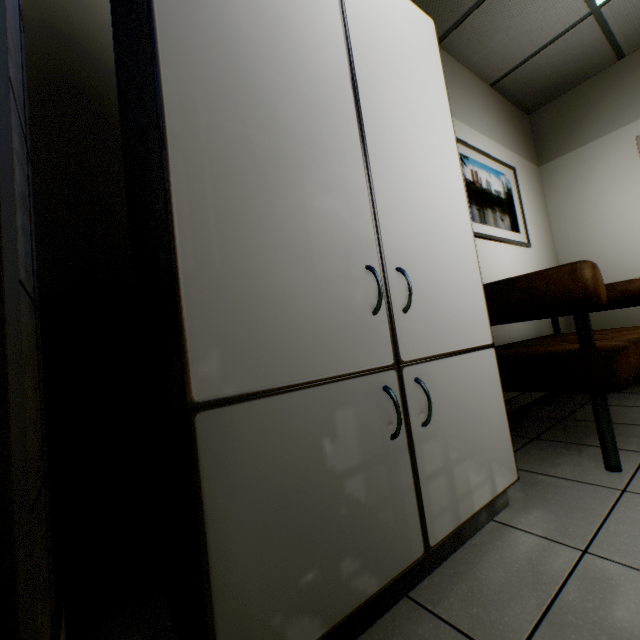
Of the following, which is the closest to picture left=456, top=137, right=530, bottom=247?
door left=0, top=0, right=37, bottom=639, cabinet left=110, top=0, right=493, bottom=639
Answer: cabinet left=110, top=0, right=493, bottom=639

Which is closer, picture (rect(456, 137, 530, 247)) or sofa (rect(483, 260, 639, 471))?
sofa (rect(483, 260, 639, 471))

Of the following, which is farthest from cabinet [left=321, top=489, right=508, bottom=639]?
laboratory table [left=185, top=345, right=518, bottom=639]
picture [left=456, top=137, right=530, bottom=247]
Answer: picture [left=456, top=137, right=530, bottom=247]

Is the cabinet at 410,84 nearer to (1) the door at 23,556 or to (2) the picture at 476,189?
(1) the door at 23,556

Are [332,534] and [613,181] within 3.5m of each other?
Result: no

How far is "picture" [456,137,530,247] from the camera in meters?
2.8 m

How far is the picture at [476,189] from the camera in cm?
282

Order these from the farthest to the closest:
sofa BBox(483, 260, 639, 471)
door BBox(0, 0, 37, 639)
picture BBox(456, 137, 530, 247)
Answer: picture BBox(456, 137, 530, 247), sofa BBox(483, 260, 639, 471), door BBox(0, 0, 37, 639)
